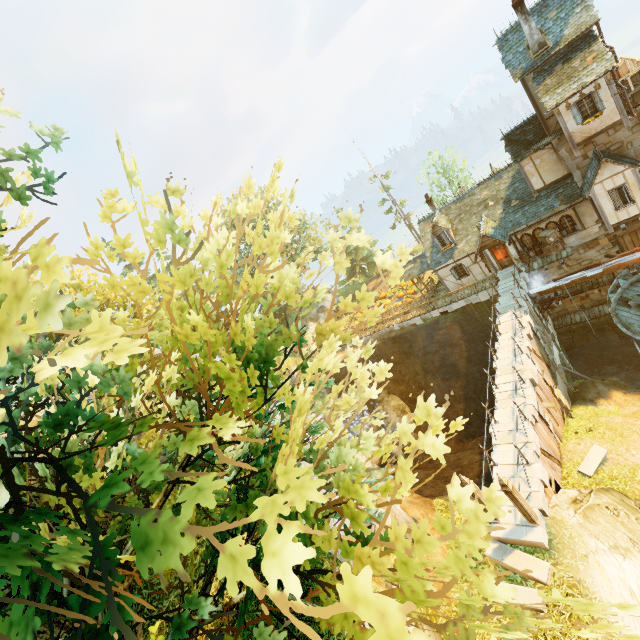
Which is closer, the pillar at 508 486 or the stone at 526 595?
the stone at 526 595

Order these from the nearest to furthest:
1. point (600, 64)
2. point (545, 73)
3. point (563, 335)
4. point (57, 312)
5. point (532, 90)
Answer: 1. point (57, 312)
2. point (600, 64)
3. point (545, 73)
4. point (532, 90)
5. point (563, 335)

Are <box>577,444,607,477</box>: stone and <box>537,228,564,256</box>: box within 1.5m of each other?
no

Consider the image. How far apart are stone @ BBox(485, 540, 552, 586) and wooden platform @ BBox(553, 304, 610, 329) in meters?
19.8

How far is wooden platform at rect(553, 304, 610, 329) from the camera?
24.0m

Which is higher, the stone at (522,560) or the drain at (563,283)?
the stone at (522,560)

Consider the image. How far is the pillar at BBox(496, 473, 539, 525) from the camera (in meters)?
10.87

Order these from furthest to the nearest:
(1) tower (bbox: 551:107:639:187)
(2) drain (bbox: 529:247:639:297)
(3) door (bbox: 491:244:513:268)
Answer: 1. (3) door (bbox: 491:244:513:268)
2. (2) drain (bbox: 529:247:639:297)
3. (1) tower (bbox: 551:107:639:187)
